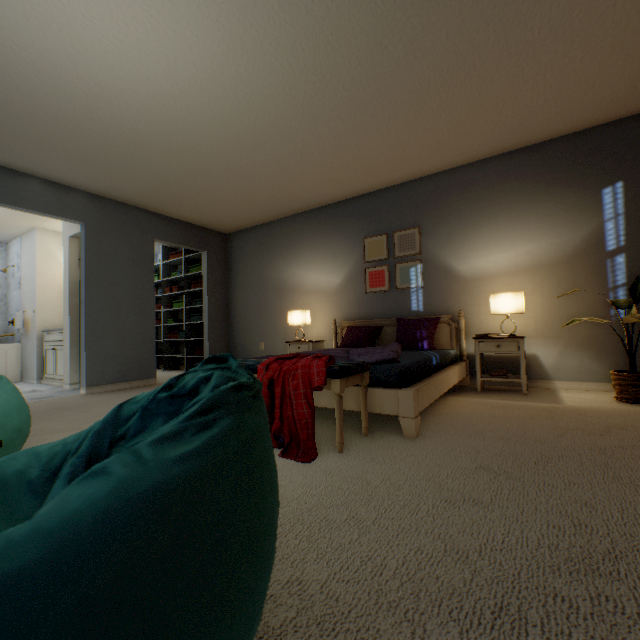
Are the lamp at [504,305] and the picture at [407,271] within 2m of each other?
yes

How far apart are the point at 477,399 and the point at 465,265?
1.6m

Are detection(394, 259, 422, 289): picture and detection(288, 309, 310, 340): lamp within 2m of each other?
yes

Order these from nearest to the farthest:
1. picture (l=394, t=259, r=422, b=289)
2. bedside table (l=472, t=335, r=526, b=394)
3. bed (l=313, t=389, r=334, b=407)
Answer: bed (l=313, t=389, r=334, b=407) → bedside table (l=472, t=335, r=526, b=394) → picture (l=394, t=259, r=422, b=289)

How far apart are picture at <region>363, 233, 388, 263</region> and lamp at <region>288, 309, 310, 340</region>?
0.8m

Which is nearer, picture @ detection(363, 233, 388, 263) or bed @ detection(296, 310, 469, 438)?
bed @ detection(296, 310, 469, 438)

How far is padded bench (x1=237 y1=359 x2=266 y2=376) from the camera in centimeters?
200cm

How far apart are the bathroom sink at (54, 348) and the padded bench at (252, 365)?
3.5 meters
